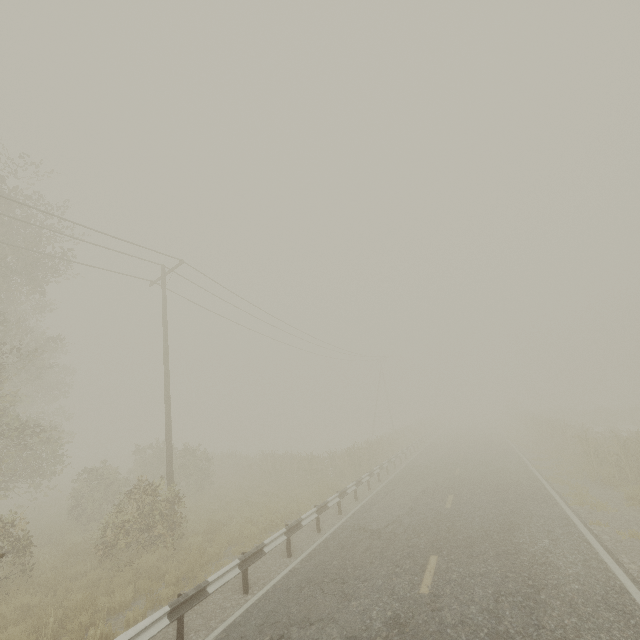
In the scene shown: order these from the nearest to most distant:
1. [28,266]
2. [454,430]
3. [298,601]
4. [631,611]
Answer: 1. [631,611]
2. [298,601]
3. [28,266]
4. [454,430]

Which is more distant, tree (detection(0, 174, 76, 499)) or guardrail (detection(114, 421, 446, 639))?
tree (detection(0, 174, 76, 499))

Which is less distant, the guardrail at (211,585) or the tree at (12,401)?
the guardrail at (211,585)

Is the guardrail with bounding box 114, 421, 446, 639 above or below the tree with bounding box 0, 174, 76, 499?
below

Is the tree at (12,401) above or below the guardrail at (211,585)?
above
